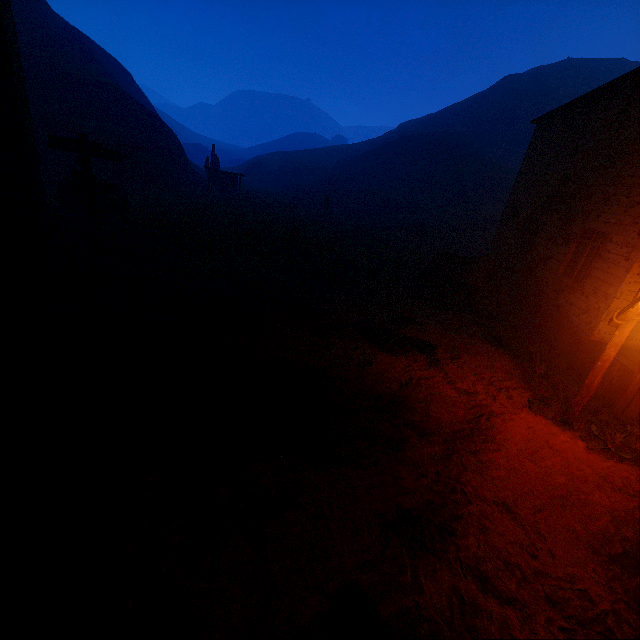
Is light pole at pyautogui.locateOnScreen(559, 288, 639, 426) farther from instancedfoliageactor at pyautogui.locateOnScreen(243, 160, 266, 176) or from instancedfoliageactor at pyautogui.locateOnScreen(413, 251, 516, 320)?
instancedfoliageactor at pyautogui.locateOnScreen(243, 160, 266, 176)

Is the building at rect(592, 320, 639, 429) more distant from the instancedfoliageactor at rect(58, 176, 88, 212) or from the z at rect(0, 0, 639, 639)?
the instancedfoliageactor at rect(58, 176, 88, 212)

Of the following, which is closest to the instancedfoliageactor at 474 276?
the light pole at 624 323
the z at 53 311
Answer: the z at 53 311

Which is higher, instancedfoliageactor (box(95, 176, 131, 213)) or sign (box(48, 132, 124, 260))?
sign (box(48, 132, 124, 260))

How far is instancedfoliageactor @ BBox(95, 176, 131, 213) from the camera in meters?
14.8

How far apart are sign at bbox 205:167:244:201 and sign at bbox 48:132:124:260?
19.2m

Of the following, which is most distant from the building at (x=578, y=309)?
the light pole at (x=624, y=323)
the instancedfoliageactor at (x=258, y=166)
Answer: the instancedfoliageactor at (x=258, y=166)

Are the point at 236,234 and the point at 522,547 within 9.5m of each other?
no
